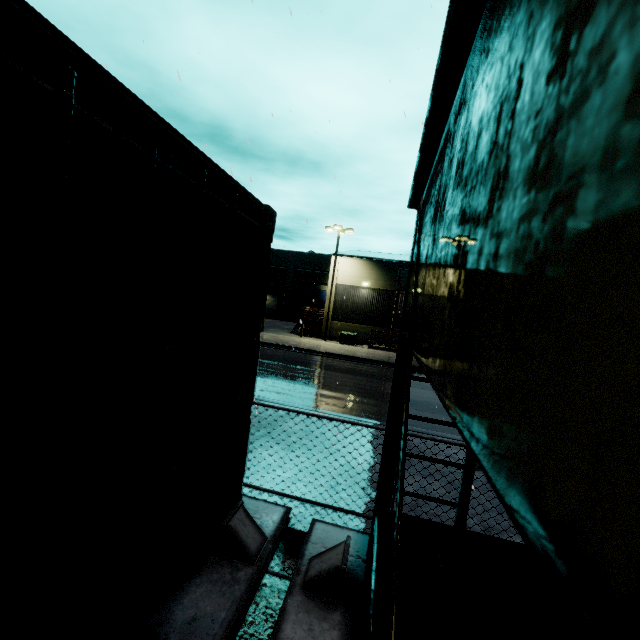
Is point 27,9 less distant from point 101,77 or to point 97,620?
point 101,77

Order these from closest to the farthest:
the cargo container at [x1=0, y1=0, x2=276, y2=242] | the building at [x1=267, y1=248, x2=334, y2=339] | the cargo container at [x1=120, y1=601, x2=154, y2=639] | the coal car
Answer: the coal car < the cargo container at [x1=0, y1=0, x2=276, y2=242] < the cargo container at [x1=120, y1=601, x2=154, y2=639] < the building at [x1=267, y1=248, x2=334, y2=339]

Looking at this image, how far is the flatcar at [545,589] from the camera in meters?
2.3

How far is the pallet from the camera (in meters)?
30.47

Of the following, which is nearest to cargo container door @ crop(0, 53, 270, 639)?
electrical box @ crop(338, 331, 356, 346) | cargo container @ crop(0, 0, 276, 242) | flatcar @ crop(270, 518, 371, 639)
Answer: cargo container @ crop(0, 0, 276, 242)

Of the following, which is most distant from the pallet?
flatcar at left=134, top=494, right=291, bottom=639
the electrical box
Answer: flatcar at left=134, top=494, right=291, bottom=639

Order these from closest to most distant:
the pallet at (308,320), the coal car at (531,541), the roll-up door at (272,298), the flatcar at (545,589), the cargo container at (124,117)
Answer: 1. the coal car at (531,541)
2. the cargo container at (124,117)
3. the flatcar at (545,589)
4. the pallet at (308,320)
5. the roll-up door at (272,298)

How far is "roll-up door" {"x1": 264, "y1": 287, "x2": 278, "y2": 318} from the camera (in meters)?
46.90
